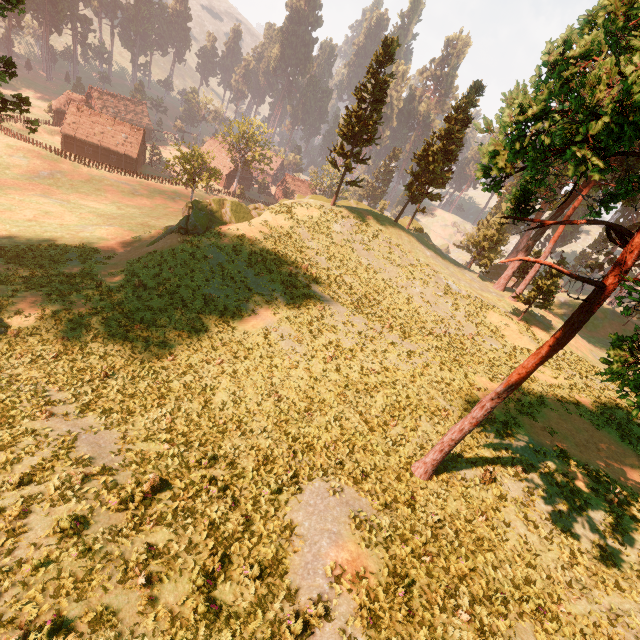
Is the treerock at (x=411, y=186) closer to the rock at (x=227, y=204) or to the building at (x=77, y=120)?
the building at (x=77, y=120)

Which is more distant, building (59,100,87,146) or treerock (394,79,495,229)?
building (59,100,87,146)

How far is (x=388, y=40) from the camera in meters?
30.3 m

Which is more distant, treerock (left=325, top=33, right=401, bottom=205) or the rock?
treerock (left=325, top=33, right=401, bottom=205)

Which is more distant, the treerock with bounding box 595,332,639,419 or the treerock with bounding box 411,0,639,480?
the treerock with bounding box 595,332,639,419

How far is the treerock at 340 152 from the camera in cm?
3105

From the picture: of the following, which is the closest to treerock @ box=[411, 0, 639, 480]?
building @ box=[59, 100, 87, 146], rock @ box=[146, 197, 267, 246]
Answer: building @ box=[59, 100, 87, 146]
